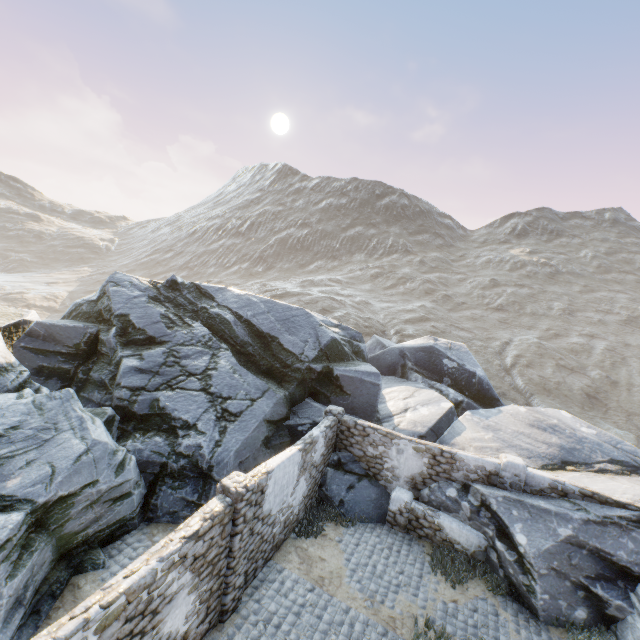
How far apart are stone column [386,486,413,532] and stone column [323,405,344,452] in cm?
253

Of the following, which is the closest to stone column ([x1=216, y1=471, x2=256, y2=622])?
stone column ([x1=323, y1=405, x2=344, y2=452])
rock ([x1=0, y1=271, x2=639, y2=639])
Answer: rock ([x1=0, y1=271, x2=639, y2=639])

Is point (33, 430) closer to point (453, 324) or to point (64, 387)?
point (64, 387)

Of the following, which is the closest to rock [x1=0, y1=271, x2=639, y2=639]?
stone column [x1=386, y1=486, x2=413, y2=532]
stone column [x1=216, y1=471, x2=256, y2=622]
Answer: stone column [x1=386, y1=486, x2=413, y2=532]

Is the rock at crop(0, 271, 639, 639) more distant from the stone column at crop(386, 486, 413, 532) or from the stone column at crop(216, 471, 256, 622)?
the stone column at crop(216, 471, 256, 622)

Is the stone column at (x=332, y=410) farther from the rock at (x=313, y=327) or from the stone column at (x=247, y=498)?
the stone column at (x=247, y=498)

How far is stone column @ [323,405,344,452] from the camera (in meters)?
12.62

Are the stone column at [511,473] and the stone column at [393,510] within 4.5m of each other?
yes
